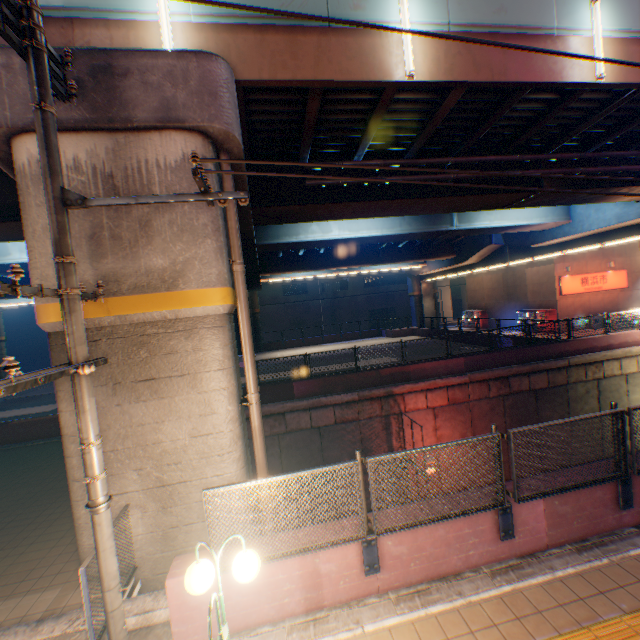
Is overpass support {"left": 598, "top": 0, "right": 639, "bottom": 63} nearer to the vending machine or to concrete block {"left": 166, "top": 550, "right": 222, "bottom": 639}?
concrete block {"left": 166, "top": 550, "right": 222, "bottom": 639}

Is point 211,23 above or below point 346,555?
above

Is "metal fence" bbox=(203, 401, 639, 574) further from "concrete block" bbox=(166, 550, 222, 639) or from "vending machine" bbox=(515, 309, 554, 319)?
"vending machine" bbox=(515, 309, 554, 319)

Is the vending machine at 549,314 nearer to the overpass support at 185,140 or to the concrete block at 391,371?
the overpass support at 185,140

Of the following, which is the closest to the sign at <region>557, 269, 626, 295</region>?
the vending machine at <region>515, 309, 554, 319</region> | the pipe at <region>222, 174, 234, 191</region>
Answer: the vending machine at <region>515, 309, 554, 319</region>

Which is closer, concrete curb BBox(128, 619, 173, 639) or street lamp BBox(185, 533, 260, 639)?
street lamp BBox(185, 533, 260, 639)

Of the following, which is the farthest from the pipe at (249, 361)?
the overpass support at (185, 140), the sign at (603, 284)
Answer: the sign at (603, 284)

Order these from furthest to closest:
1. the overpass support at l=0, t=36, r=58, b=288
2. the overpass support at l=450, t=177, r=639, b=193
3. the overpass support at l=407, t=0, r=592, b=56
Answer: the overpass support at l=450, t=177, r=639, b=193
the overpass support at l=407, t=0, r=592, b=56
the overpass support at l=0, t=36, r=58, b=288
